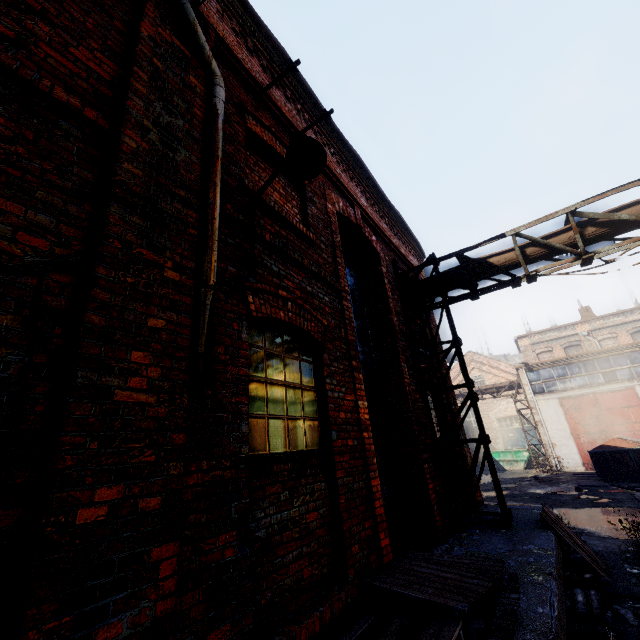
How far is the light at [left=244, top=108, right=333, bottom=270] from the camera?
3.2 meters

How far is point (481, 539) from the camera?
5.3m

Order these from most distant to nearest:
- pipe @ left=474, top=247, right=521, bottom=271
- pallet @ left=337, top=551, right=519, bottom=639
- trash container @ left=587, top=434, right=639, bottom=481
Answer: trash container @ left=587, top=434, right=639, bottom=481 < pipe @ left=474, top=247, right=521, bottom=271 < pallet @ left=337, top=551, right=519, bottom=639

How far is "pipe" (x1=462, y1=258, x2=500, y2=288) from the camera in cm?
721

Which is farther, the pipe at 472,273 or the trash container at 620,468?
the trash container at 620,468

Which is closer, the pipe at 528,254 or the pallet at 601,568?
the pallet at 601,568

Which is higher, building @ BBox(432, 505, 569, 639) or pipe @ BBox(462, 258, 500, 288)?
pipe @ BBox(462, 258, 500, 288)
